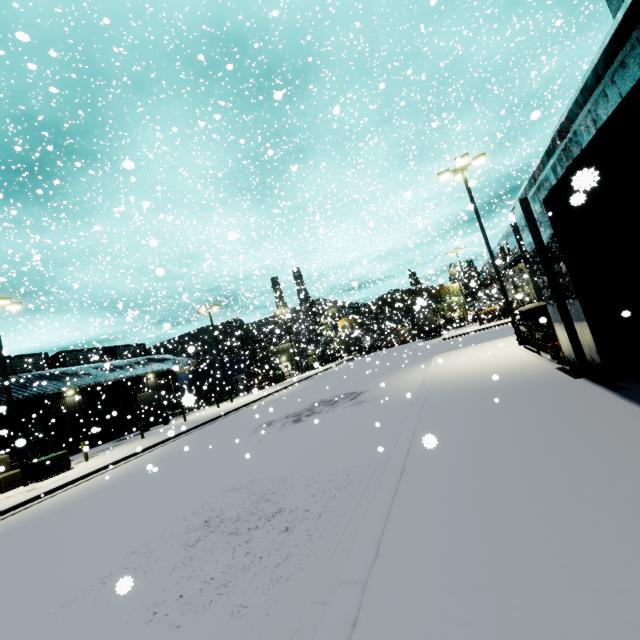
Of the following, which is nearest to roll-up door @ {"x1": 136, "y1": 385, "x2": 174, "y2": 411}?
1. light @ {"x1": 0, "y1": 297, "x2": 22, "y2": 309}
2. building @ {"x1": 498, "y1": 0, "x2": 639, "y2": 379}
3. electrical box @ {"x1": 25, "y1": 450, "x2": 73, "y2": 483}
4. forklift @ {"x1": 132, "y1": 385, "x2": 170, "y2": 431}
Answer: Result: building @ {"x1": 498, "y1": 0, "x2": 639, "y2": 379}

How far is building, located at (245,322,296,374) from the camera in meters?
44.4 m

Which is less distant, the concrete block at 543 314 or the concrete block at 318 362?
the concrete block at 543 314

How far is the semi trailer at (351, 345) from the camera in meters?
36.4

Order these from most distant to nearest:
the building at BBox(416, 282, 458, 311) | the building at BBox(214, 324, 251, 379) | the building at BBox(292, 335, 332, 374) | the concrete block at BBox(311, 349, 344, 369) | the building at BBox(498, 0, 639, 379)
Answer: the building at BBox(292, 335, 332, 374) < the building at BBox(214, 324, 251, 379) < the building at BBox(416, 282, 458, 311) < the concrete block at BBox(311, 349, 344, 369) < the building at BBox(498, 0, 639, 379)

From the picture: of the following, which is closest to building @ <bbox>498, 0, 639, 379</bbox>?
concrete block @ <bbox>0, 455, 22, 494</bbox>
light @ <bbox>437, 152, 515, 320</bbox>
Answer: concrete block @ <bbox>0, 455, 22, 494</bbox>

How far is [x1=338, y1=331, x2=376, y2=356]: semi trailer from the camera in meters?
36.4 m

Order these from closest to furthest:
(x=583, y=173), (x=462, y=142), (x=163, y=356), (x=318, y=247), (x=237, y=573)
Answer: (x=583, y=173) → (x=237, y=573) → (x=163, y=356) → (x=462, y=142) → (x=318, y=247)
